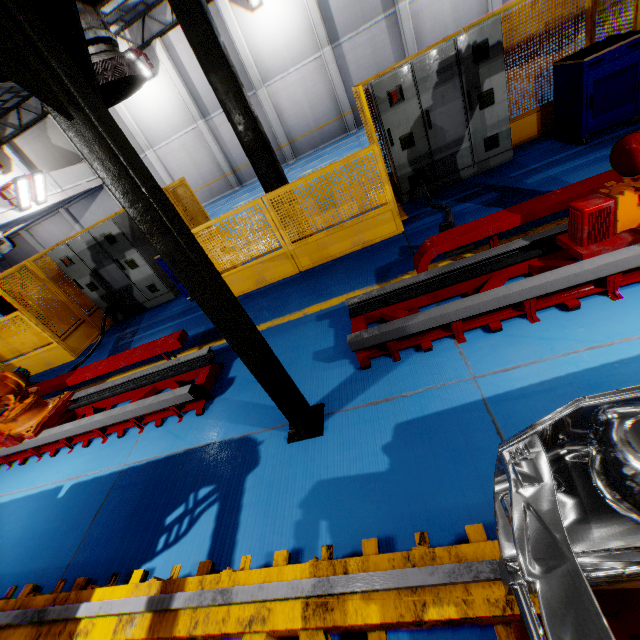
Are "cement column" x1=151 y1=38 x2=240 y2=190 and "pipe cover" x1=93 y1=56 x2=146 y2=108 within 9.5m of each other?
no

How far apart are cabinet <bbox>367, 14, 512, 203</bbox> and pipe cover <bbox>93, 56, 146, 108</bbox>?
4.6m

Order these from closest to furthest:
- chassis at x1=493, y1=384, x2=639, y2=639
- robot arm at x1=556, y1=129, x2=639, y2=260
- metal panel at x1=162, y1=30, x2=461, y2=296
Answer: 1. chassis at x1=493, y1=384, x2=639, y2=639
2. robot arm at x1=556, y1=129, x2=639, y2=260
3. metal panel at x1=162, y1=30, x2=461, y2=296

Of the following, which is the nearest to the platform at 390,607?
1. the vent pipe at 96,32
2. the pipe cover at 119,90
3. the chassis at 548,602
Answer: the chassis at 548,602

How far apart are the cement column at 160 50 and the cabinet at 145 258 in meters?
14.1

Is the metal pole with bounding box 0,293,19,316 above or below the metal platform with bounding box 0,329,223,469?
above

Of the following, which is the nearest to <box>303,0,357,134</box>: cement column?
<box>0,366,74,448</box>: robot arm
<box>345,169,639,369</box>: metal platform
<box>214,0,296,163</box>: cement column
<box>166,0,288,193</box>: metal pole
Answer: <box>214,0,296,163</box>: cement column

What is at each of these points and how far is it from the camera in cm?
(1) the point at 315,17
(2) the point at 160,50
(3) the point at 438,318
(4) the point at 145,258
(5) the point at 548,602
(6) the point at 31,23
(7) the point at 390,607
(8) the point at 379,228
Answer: (1) cement column, 1584
(2) cement column, 1680
(3) metal platform, 301
(4) cabinet, 758
(5) chassis, 95
(6) metal pole, 145
(7) platform, 166
(8) metal panel, 559
